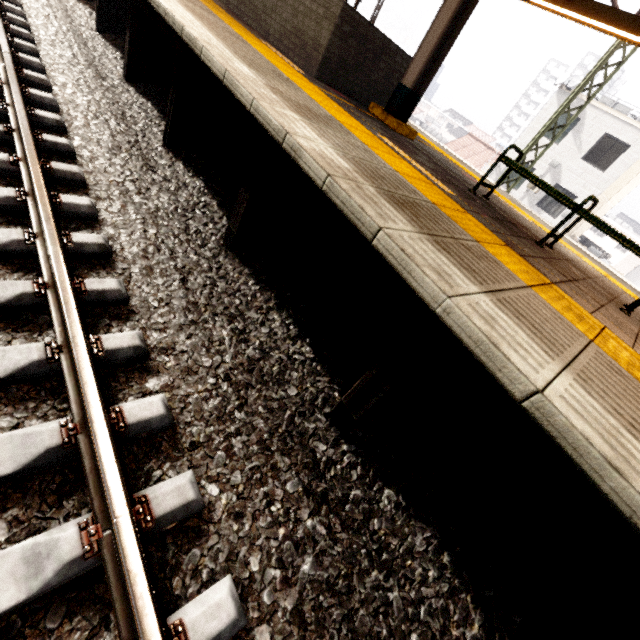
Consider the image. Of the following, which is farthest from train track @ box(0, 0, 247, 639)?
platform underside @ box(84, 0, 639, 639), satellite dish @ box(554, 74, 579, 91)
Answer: satellite dish @ box(554, 74, 579, 91)

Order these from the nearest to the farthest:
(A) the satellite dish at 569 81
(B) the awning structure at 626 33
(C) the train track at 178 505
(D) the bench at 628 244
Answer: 1. (C) the train track at 178 505
2. (D) the bench at 628 244
3. (B) the awning structure at 626 33
4. (A) the satellite dish at 569 81

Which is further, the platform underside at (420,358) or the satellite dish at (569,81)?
the satellite dish at (569,81)

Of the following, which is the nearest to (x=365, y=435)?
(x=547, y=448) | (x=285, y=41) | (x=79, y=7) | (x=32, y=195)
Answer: (x=547, y=448)

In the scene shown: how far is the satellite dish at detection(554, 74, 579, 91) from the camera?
17.7m

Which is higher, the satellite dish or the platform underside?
the satellite dish

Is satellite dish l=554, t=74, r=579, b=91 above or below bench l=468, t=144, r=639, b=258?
above

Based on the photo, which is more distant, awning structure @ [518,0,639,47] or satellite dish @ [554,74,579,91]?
satellite dish @ [554,74,579,91]
